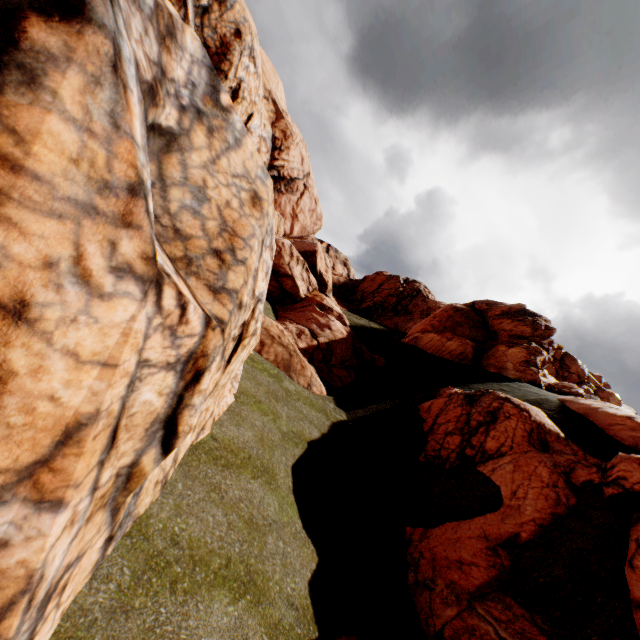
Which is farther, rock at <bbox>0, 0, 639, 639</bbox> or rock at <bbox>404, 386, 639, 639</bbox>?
rock at <bbox>404, 386, 639, 639</bbox>

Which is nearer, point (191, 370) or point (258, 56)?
point (191, 370)

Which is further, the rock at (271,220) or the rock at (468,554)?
the rock at (468,554)
